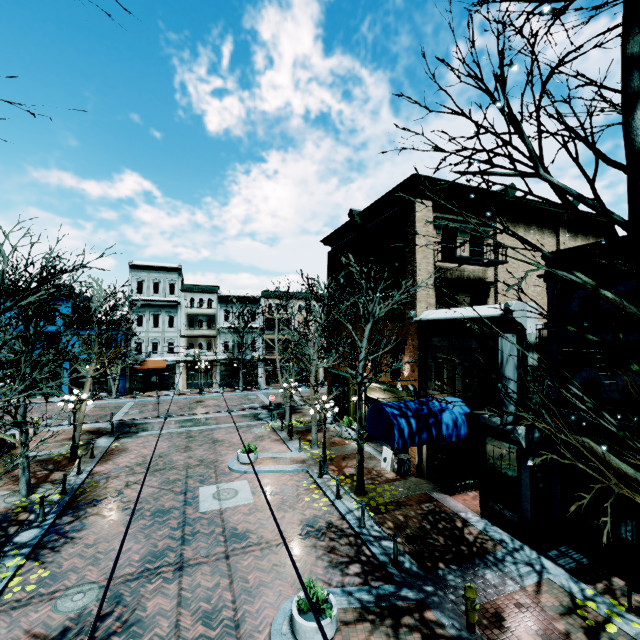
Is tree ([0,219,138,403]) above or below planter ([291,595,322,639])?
above

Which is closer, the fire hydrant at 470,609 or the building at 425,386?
the fire hydrant at 470,609

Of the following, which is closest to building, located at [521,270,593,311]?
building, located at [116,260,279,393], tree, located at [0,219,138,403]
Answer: tree, located at [0,219,138,403]

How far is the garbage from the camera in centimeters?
1488cm

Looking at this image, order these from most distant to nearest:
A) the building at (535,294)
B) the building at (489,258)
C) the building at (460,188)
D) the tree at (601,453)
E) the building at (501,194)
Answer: the building at (501,194) → the building at (460,188) → the building at (535,294) → the building at (489,258) → the tree at (601,453)

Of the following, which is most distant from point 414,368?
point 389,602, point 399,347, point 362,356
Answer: point 389,602

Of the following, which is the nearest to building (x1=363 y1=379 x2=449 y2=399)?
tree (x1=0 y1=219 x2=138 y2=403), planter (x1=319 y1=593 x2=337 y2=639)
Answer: tree (x1=0 y1=219 x2=138 y2=403)

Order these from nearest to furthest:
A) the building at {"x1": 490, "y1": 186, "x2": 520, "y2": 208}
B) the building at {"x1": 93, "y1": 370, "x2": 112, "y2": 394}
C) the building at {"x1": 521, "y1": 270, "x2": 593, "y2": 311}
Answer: the building at {"x1": 521, "y1": 270, "x2": 593, "y2": 311} < the building at {"x1": 490, "y1": 186, "x2": 520, "y2": 208} < the building at {"x1": 93, "y1": 370, "x2": 112, "y2": 394}
